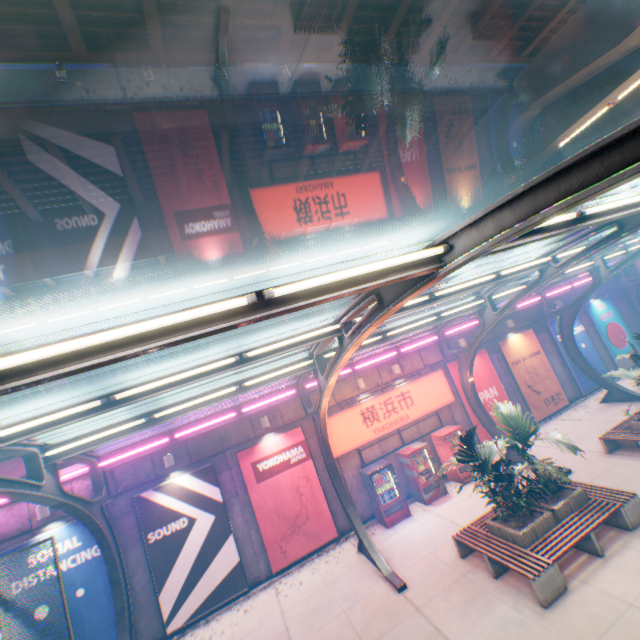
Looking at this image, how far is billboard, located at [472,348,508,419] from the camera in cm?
1572

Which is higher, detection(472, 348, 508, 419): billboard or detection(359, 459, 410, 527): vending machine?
detection(472, 348, 508, 419): billboard

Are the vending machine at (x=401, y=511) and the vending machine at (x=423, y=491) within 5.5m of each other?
yes

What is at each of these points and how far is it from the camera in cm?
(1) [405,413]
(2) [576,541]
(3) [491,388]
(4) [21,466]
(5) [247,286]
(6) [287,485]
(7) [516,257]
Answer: (1) sign, 1423
(2) bench, 726
(3) billboard, 1600
(4) concrete block, 1042
(5) building, 3588
(6) billboard, 1226
(7) overpass support, 3262

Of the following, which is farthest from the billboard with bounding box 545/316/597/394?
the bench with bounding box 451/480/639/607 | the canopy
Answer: the bench with bounding box 451/480/639/607

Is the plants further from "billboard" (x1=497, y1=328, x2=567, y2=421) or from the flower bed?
"billboard" (x1=497, y1=328, x2=567, y2=421)

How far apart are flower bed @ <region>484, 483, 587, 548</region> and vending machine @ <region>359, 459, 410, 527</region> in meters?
4.0

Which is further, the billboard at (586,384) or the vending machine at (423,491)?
the billboard at (586,384)
